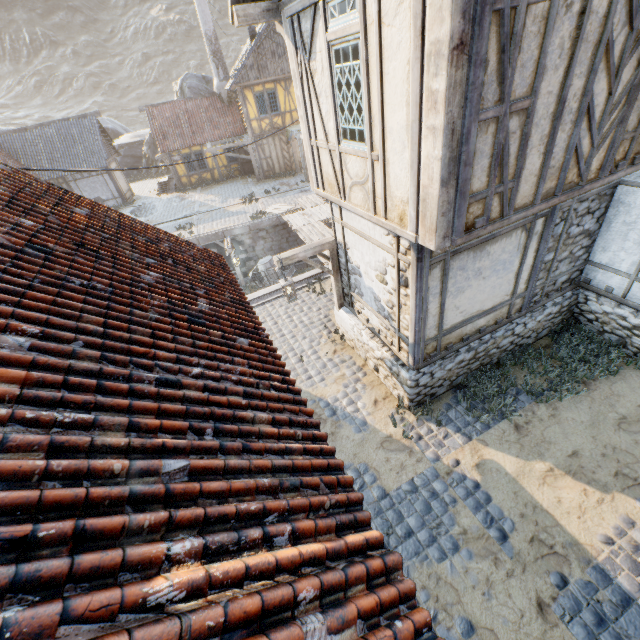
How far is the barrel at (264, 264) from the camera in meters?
16.9 m

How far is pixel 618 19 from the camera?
3.6m

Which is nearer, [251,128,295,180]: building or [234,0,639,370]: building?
[234,0,639,370]: building

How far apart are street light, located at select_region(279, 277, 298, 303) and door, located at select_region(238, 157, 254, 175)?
21.6m

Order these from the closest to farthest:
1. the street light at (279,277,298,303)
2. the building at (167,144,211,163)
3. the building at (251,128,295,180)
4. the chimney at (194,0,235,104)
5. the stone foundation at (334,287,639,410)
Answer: the stone foundation at (334,287,639,410) < the street light at (279,277,298,303) < the chimney at (194,0,235,104) < the building at (251,128,295,180) < the building at (167,144,211,163)

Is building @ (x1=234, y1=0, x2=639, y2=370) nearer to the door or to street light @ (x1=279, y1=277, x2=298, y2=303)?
street light @ (x1=279, y1=277, x2=298, y2=303)

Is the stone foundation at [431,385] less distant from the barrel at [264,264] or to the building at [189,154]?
the barrel at [264,264]

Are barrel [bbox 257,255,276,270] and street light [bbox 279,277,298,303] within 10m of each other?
yes
